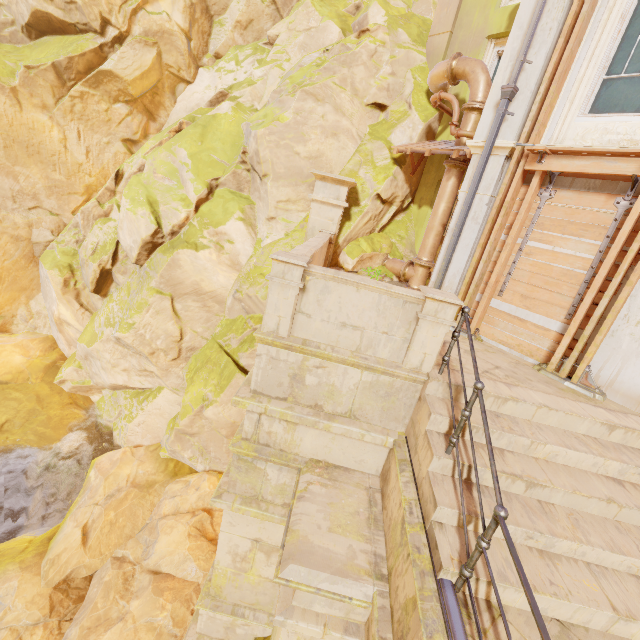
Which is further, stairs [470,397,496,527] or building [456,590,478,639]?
stairs [470,397,496,527]

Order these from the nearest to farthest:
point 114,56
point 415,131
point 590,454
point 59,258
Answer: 1. point 590,454
2. point 415,131
3. point 114,56
4. point 59,258

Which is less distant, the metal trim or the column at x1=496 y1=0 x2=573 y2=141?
the metal trim

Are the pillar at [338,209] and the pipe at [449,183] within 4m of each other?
yes

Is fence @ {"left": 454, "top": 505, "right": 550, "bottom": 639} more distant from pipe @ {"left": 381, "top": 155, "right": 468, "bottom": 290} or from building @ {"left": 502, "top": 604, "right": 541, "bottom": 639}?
pipe @ {"left": 381, "top": 155, "right": 468, "bottom": 290}

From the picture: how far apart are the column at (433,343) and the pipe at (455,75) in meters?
7.3

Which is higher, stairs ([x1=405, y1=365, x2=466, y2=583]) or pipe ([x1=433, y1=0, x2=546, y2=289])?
pipe ([x1=433, y1=0, x2=546, y2=289])

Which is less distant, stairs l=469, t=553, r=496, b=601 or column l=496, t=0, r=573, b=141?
stairs l=469, t=553, r=496, b=601
